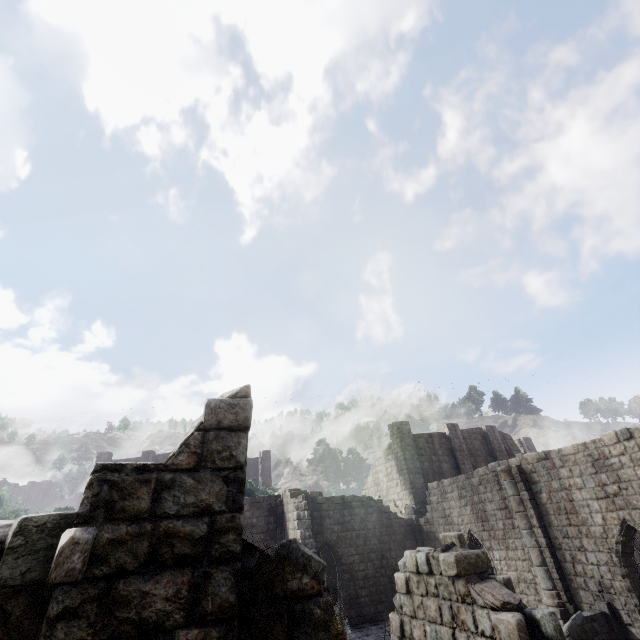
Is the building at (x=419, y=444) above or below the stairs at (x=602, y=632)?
above

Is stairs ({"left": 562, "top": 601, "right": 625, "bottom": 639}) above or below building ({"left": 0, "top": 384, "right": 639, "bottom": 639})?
below

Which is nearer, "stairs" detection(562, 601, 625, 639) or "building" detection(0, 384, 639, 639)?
"building" detection(0, 384, 639, 639)

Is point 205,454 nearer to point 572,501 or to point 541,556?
point 572,501

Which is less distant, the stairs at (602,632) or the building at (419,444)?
the building at (419,444)
